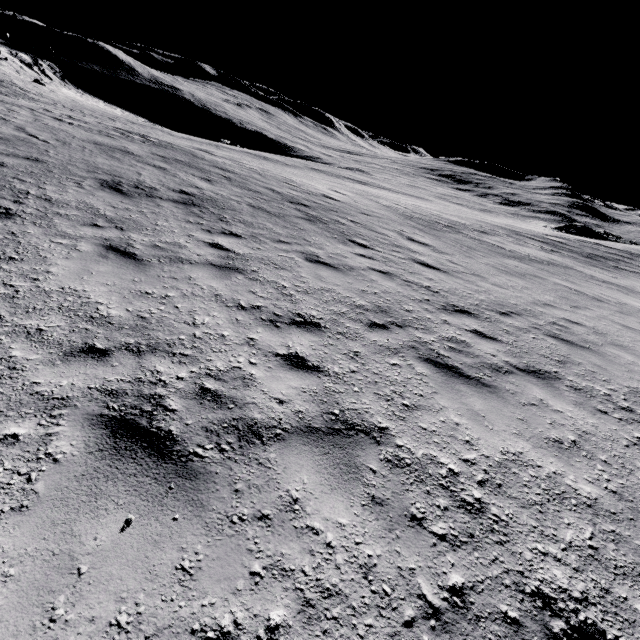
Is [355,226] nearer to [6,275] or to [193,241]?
[193,241]
